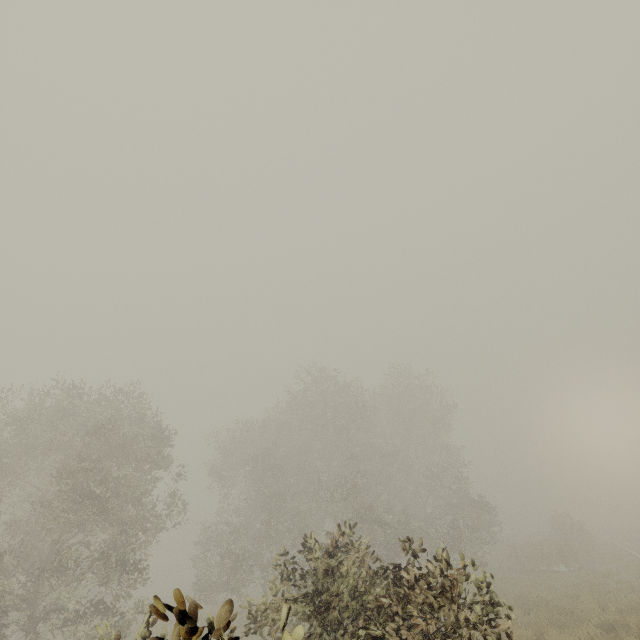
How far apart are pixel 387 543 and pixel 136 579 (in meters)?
18.56
